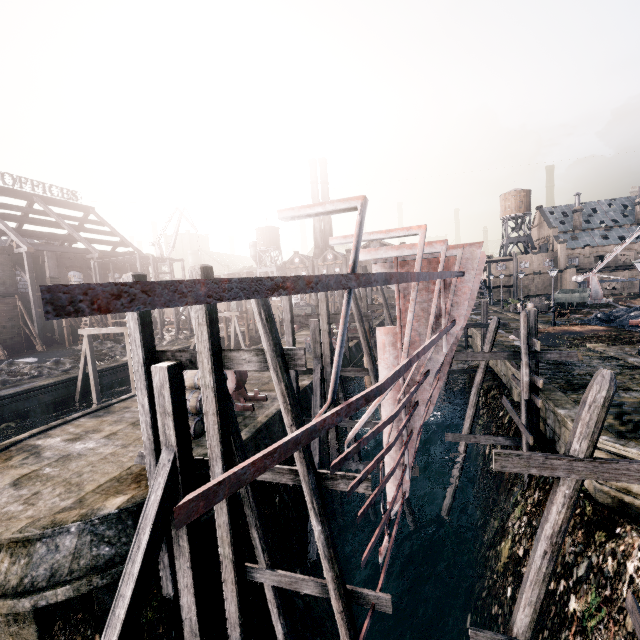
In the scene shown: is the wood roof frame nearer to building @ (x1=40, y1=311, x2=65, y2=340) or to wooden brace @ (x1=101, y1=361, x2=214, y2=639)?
building @ (x1=40, y1=311, x2=65, y2=340)

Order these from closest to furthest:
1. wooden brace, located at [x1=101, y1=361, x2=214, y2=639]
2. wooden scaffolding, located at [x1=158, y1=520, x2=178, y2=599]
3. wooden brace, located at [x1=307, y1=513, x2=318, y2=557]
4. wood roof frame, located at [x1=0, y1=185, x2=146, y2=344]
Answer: wooden brace, located at [x1=101, y1=361, x2=214, y2=639] → wooden scaffolding, located at [x1=158, y1=520, x2=178, y2=599] → wooden brace, located at [x1=307, y1=513, x2=318, y2=557] → wood roof frame, located at [x1=0, y1=185, x2=146, y2=344]

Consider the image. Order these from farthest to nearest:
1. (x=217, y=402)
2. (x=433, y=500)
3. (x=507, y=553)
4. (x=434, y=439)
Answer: (x=434, y=439) → (x=433, y=500) → (x=507, y=553) → (x=217, y=402)

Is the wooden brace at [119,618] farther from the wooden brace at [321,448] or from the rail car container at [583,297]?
the rail car container at [583,297]

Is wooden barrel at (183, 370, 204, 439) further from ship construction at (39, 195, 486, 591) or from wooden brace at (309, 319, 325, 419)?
ship construction at (39, 195, 486, 591)

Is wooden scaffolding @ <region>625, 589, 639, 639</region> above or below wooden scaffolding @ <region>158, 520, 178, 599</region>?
above

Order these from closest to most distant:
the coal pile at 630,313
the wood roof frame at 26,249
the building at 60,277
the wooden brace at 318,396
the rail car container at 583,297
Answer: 1. the wooden brace at 318,396
2. the coal pile at 630,313
3. the wood roof frame at 26,249
4. the building at 60,277
5. the rail car container at 583,297

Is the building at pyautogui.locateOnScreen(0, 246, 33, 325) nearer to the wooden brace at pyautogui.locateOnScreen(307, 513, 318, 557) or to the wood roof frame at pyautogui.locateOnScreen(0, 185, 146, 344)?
the wood roof frame at pyautogui.locateOnScreen(0, 185, 146, 344)
